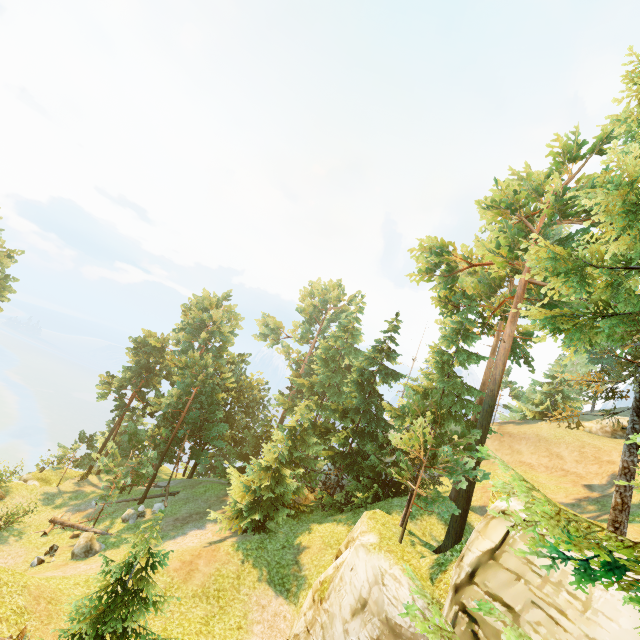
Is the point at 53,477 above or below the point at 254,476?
below

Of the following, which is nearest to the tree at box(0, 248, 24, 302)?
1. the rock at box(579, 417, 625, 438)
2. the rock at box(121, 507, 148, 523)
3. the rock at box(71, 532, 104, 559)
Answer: the rock at box(121, 507, 148, 523)

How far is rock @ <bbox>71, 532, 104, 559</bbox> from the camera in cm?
2064

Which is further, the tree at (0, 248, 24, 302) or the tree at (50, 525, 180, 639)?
the tree at (0, 248, 24, 302)

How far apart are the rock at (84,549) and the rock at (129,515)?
3.3m

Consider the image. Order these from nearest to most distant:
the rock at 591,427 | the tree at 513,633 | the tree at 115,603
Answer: the tree at 513,633 → the tree at 115,603 → the rock at 591,427

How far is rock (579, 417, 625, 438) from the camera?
28.9m

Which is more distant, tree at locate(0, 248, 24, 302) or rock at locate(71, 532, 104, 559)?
tree at locate(0, 248, 24, 302)
